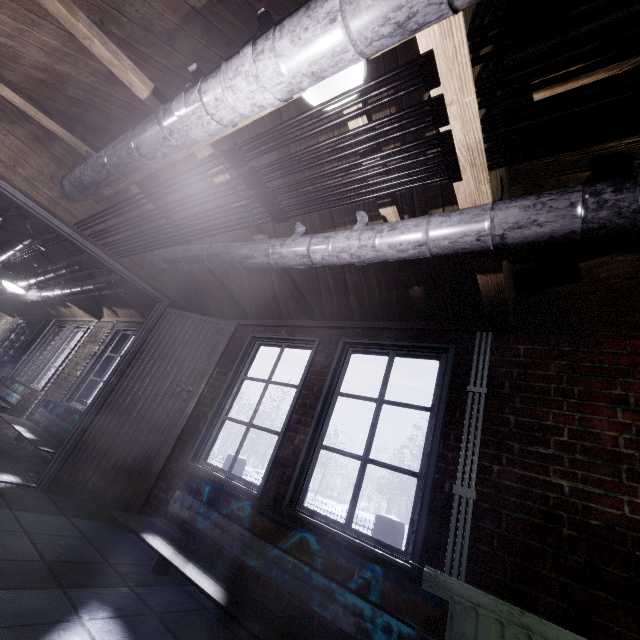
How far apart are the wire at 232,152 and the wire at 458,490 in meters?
1.2

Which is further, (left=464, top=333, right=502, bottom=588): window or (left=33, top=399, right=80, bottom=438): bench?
(left=33, top=399, right=80, bottom=438): bench

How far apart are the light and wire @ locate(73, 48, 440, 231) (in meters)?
0.18

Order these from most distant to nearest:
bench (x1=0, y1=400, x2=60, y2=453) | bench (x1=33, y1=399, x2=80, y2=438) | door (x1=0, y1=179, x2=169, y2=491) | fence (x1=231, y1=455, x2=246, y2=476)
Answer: fence (x1=231, y1=455, x2=246, y2=476) < bench (x1=33, y1=399, x2=80, y2=438) < bench (x1=0, y1=400, x2=60, y2=453) < door (x1=0, y1=179, x2=169, y2=491)

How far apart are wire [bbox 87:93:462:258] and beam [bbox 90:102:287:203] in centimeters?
25cm

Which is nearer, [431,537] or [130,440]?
[431,537]

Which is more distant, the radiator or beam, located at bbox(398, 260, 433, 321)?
beam, located at bbox(398, 260, 433, 321)

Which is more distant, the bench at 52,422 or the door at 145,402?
the bench at 52,422
